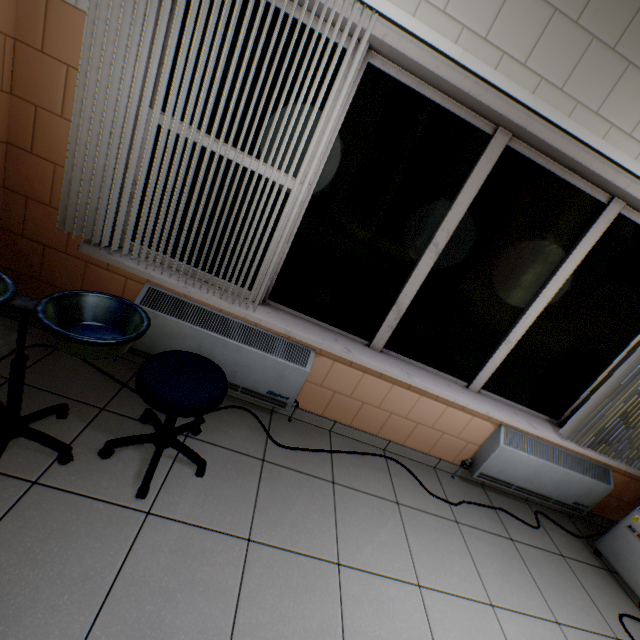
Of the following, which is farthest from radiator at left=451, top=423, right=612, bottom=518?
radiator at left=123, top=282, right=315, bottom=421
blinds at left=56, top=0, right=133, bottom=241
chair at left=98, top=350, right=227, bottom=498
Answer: chair at left=98, top=350, right=227, bottom=498

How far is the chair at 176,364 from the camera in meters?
1.4

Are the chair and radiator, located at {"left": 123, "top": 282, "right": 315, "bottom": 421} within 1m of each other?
yes

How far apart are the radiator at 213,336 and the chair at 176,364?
0.4m

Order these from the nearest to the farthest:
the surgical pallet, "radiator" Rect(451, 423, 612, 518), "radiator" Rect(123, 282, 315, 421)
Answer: the surgical pallet, "radiator" Rect(123, 282, 315, 421), "radiator" Rect(451, 423, 612, 518)

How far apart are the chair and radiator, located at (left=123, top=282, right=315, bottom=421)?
0.4 meters

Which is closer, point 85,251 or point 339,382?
point 85,251

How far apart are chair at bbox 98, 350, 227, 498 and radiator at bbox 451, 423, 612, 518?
2.2m
